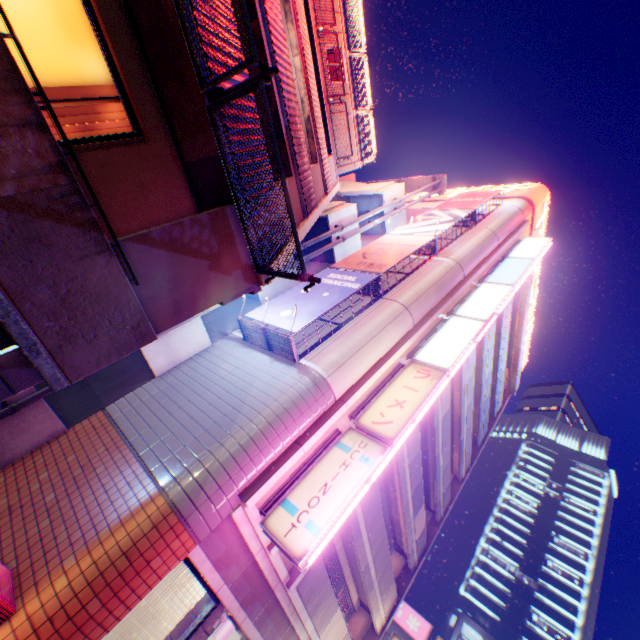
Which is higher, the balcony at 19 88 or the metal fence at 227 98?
the metal fence at 227 98

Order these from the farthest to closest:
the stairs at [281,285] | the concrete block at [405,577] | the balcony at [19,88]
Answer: the concrete block at [405,577]
the stairs at [281,285]
the balcony at [19,88]

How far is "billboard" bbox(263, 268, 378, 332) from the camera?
10.0m

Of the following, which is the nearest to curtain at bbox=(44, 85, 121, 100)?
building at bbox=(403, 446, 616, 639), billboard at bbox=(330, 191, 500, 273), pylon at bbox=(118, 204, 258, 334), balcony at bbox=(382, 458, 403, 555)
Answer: pylon at bbox=(118, 204, 258, 334)

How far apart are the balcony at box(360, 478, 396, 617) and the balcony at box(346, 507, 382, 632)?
0.1m

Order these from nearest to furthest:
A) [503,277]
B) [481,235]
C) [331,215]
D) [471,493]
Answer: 1. [331,215]
2. [503,277]
3. [481,235]
4. [471,493]

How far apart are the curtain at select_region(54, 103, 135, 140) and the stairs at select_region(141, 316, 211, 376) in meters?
5.4

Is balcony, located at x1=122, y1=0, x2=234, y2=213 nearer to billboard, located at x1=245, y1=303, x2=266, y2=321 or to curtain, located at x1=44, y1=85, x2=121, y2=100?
curtain, located at x1=44, y1=85, x2=121, y2=100
